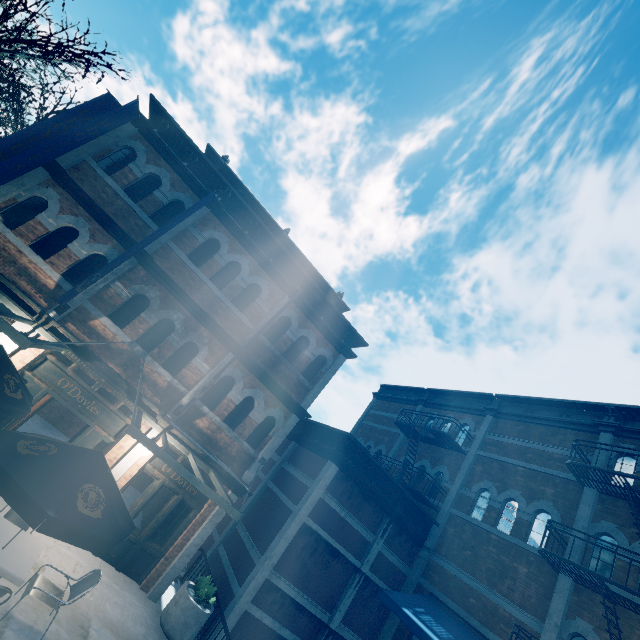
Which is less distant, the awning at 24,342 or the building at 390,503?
the awning at 24,342

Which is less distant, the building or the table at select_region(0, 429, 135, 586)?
the table at select_region(0, 429, 135, 586)

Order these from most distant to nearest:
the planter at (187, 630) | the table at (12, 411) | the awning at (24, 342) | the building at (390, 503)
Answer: the building at (390, 503), the planter at (187, 630), the table at (12, 411), the awning at (24, 342)

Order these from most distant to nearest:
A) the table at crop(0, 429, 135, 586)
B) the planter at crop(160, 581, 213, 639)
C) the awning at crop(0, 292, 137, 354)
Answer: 1. the planter at crop(160, 581, 213, 639)
2. the awning at crop(0, 292, 137, 354)
3. the table at crop(0, 429, 135, 586)

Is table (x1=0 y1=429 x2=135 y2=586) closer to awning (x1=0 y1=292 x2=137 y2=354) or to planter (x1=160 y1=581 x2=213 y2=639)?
awning (x1=0 y1=292 x2=137 y2=354)

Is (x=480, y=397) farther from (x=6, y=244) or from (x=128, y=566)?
(x=6, y=244)

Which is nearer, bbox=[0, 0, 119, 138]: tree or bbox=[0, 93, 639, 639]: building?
bbox=[0, 0, 119, 138]: tree

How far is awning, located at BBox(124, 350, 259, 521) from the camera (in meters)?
6.23
